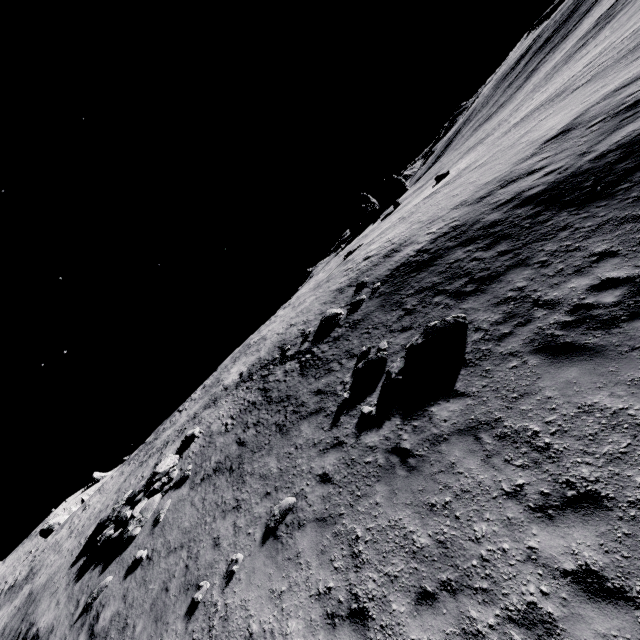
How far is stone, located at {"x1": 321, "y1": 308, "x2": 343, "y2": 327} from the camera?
17.0m

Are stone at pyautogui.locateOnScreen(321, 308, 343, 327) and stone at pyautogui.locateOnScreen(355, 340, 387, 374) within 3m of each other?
no

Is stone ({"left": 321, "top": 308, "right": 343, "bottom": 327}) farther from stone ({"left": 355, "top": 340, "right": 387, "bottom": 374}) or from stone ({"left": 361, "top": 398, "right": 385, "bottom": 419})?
stone ({"left": 361, "top": 398, "right": 385, "bottom": 419})

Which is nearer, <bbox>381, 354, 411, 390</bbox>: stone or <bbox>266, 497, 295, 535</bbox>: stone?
<bbox>266, 497, 295, 535</bbox>: stone

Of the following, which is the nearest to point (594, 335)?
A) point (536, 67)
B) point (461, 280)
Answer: point (461, 280)

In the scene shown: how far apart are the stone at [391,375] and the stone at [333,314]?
6.9m

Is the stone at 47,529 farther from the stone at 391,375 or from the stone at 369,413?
the stone at 391,375

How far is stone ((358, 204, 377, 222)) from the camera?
42.2 meters
